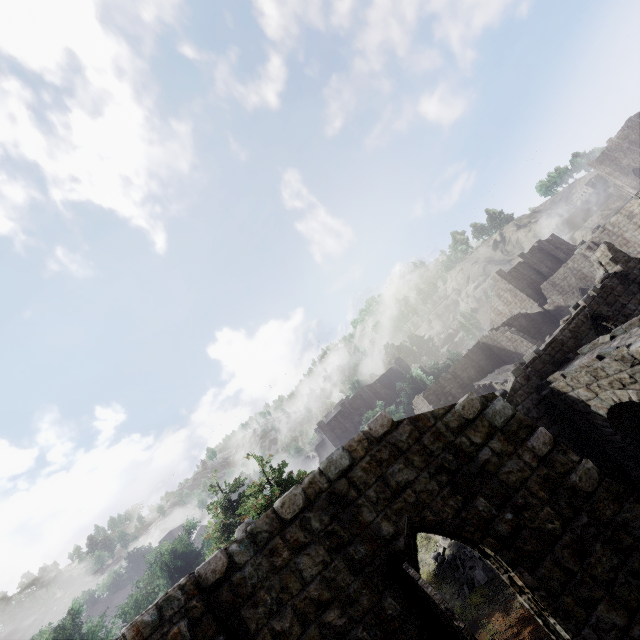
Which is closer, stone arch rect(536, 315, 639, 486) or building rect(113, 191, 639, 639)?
building rect(113, 191, 639, 639)

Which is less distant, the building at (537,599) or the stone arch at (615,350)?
the building at (537,599)

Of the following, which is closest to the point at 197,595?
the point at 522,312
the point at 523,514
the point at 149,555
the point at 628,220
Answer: the point at 523,514
